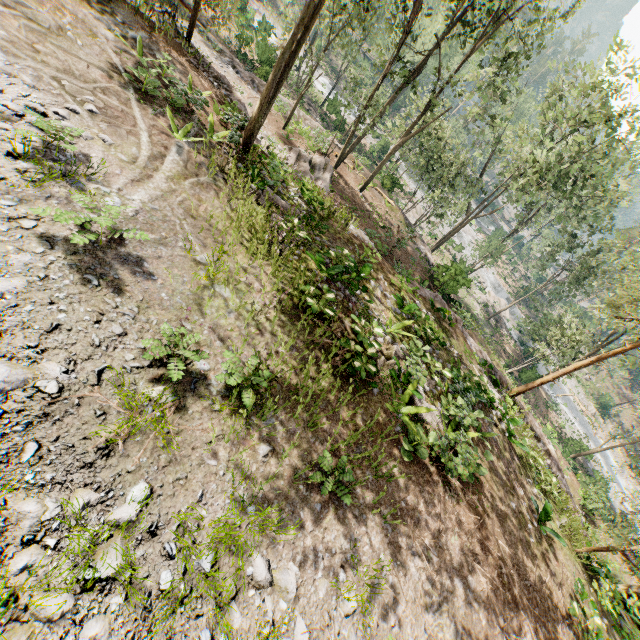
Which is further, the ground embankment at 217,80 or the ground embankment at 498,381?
the ground embankment at 217,80

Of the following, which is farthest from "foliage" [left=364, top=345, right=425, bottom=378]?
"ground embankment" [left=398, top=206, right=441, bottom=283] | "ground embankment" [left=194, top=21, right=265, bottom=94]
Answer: "ground embankment" [left=398, top=206, right=441, bottom=283]

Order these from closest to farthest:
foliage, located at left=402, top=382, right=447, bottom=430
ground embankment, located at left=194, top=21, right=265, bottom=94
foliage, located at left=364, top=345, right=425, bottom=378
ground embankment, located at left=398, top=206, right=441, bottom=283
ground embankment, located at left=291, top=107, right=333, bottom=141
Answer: foliage, located at left=364, top=345, right=425, bottom=378 → foliage, located at left=402, top=382, right=447, bottom=430 → ground embankment, located at left=398, top=206, right=441, bottom=283 → ground embankment, located at left=194, top=21, right=265, bottom=94 → ground embankment, located at left=291, top=107, right=333, bottom=141

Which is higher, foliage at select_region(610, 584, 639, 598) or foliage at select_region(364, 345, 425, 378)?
foliage at select_region(364, 345, 425, 378)

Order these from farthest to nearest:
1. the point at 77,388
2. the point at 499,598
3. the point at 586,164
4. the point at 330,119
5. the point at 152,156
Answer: the point at 330,119 < the point at 586,164 < the point at 152,156 < the point at 499,598 < the point at 77,388

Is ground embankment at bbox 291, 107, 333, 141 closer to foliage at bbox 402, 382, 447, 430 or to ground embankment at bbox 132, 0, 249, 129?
foliage at bbox 402, 382, 447, 430

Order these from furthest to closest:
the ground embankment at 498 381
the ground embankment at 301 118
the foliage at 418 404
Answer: the ground embankment at 301 118
the ground embankment at 498 381
the foliage at 418 404

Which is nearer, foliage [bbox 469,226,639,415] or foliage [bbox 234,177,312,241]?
foliage [bbox 234,177,312,241]
